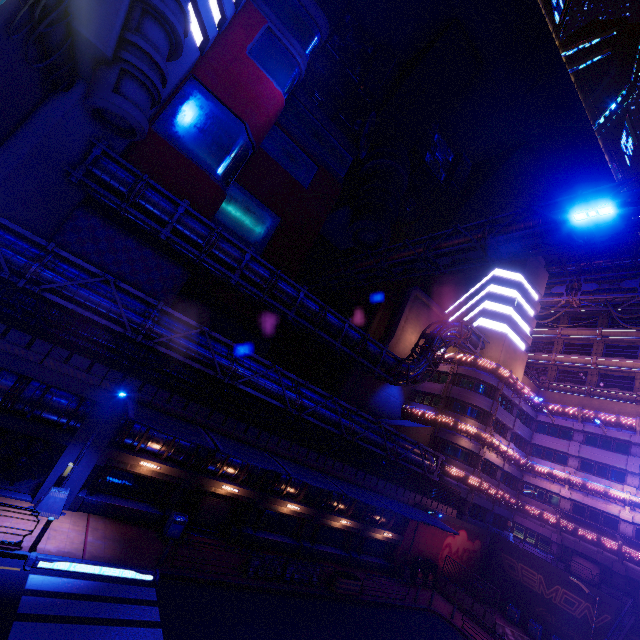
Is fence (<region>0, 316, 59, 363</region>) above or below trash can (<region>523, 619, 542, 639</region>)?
above

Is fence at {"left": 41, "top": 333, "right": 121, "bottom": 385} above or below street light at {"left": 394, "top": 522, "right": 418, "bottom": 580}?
above

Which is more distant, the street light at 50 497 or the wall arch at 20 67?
the street light at 50 497

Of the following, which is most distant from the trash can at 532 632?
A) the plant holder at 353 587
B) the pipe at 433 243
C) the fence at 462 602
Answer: the pipe at 433 243

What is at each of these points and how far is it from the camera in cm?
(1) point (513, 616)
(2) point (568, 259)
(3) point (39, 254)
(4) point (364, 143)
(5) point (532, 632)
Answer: (1) trash can, 2917
(2) walkway, 4972
(3) pipe, 1463
(4) satellite dish, 4409
(5) trash can, 2778

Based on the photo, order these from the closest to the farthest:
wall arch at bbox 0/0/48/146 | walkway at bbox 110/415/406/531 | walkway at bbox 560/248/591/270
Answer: wall arch at bbox 0/0/48/146 < walkway at bbox 110/415/406/531 < walkway at bbox 560/248/591/270

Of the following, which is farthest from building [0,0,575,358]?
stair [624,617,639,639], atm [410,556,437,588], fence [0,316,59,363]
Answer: → atm [410,556,437,588]

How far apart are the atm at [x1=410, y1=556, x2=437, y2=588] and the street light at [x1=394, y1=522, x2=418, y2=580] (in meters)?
A: 0.46
